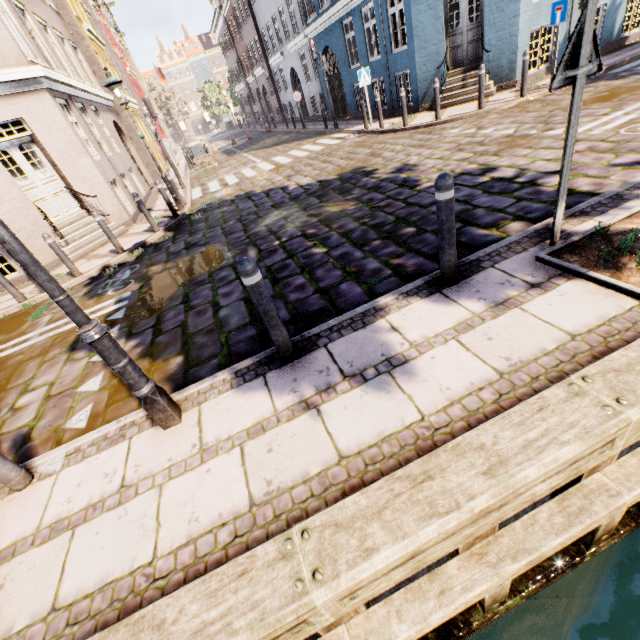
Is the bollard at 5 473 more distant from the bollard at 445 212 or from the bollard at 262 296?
the bollard at 445 212

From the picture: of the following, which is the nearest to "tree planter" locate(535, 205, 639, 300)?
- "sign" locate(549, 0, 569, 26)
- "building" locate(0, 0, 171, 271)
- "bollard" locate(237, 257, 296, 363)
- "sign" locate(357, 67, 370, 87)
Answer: "bollard" locate(237, 257, 296, 363)

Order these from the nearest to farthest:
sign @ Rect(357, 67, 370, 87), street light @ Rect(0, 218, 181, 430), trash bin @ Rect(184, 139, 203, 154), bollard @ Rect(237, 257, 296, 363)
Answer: street light @ Rect(0, 218, 181, 430) → bollard @ Rect(237, 257, 296, 363) → sign @ Rect(357, 67, 370, 87) → trash bin @ Rect(184, 139, 203, 154)

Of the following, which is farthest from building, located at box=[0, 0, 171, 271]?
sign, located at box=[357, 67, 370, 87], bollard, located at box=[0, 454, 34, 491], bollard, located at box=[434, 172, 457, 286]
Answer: bollard, located at box=[434, 172, 457, 286]

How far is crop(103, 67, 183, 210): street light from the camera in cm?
856

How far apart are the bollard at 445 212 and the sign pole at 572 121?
1.1m

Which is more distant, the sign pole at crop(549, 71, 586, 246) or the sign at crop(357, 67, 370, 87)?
the sign at crop(357, 67, 370, 87)

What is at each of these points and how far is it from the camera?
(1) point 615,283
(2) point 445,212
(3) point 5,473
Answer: (1) tree planter, 2.67m
(2) bollard, 2.92m
(3) bollard, 2.71m
